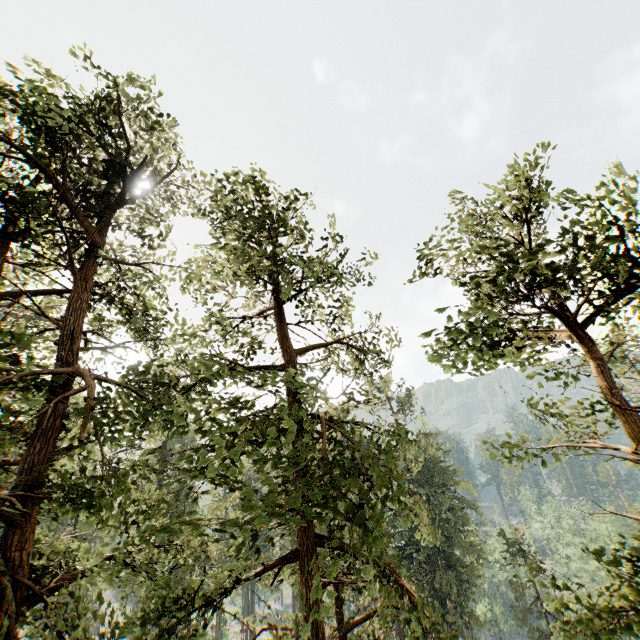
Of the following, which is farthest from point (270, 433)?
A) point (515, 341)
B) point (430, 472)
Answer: point (430, 472)

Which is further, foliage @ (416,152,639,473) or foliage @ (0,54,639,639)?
foliage @ (416,152,639,473)

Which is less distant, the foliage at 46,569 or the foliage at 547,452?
the foliage at 46,569
